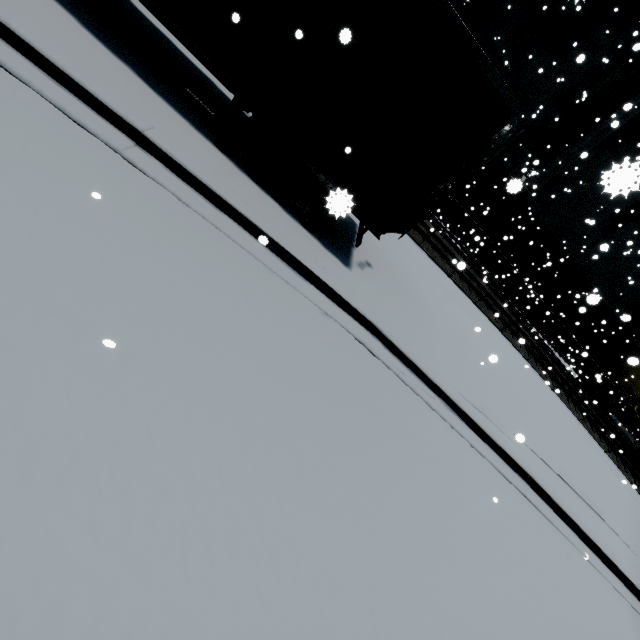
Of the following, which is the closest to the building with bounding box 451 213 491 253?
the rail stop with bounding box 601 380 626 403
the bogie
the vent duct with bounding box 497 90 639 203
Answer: the vent duct with bounding box 497 90 639 203

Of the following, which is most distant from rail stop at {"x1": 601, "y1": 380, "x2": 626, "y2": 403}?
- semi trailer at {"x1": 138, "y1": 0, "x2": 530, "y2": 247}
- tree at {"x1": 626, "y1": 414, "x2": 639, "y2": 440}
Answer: semi trailer at {"x1": 138, "y1": 0, "x2": 530, "y2": 247}

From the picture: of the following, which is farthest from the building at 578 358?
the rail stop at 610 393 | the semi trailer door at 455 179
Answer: the semi trailer door at 455 179

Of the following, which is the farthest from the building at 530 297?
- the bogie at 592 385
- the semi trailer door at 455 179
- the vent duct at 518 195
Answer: the semi trailer door at 455 179

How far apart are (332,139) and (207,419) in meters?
4.6 m

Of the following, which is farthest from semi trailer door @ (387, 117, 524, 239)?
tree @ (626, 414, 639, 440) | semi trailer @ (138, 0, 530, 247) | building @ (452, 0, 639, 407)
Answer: tree @ (626, 414, 639, 440)

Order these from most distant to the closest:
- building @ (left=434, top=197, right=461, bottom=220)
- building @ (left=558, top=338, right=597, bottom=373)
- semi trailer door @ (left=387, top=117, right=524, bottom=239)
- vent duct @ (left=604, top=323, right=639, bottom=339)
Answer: building @ (left=558, top=338, right=597, bottom=373) < vent duct @ (left=604, top=323, right=639, bottom=339) < building @ (left=434, top=197, right=461, bottom=220) < semi trailer door @ (left=387, top=117, right=524, bottom=239)

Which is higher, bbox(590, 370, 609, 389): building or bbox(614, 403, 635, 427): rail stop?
bbox(590, 370, 609, 389): building
